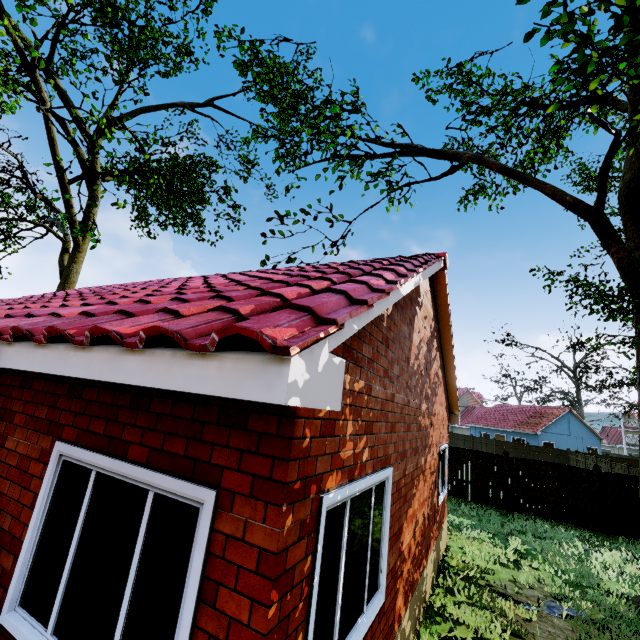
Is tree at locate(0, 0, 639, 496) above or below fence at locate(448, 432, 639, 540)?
above

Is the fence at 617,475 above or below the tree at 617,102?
below

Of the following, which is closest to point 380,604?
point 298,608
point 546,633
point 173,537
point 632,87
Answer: point 298,608

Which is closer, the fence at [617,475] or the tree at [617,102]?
the tree at [617,102]

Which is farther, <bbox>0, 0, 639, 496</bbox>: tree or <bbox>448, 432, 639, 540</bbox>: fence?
<bbox>448, 432, 639, 540</bbox>: fence
